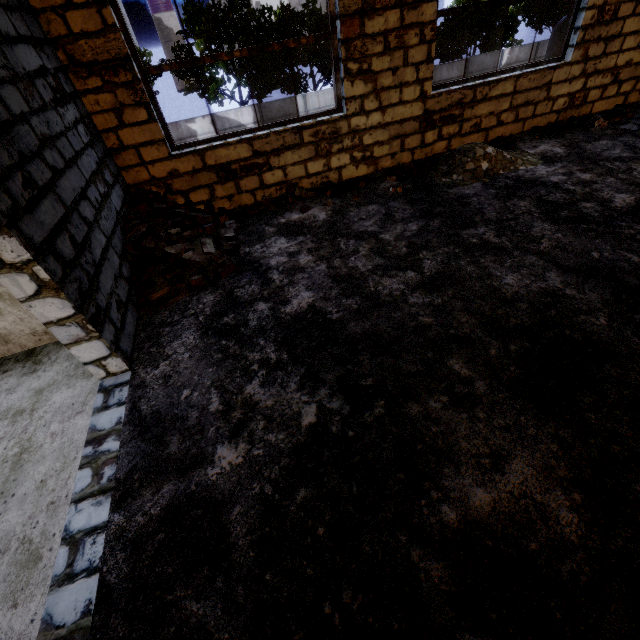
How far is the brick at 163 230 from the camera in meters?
3.9

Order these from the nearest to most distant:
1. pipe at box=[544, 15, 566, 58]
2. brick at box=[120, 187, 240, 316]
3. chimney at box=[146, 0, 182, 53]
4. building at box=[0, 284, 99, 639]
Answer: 1. building at box=[0, 284, 99, 639]
2. brick at box=[120, 187, 240, 316]
3. pipe at box=[544, 15, 566, 58]
4. chimney at box=[146, 0, 182, 53]

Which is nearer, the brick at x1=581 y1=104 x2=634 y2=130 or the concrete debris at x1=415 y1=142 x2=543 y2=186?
the concrete debris at x1=415 y1=142 x2=543 y2=186

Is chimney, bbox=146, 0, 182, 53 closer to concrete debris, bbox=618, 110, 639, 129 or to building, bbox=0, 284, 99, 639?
concrete debris, bbox=618, 110, 639, 129

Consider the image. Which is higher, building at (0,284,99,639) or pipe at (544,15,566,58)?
building at (0,284,99,639)

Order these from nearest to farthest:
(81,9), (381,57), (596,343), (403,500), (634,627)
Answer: (634,627)
(403,500)
(596,343)
(81,9)
(381,57)

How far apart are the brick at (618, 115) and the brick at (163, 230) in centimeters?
757cm

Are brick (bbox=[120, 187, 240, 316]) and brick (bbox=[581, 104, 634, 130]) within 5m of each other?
no
